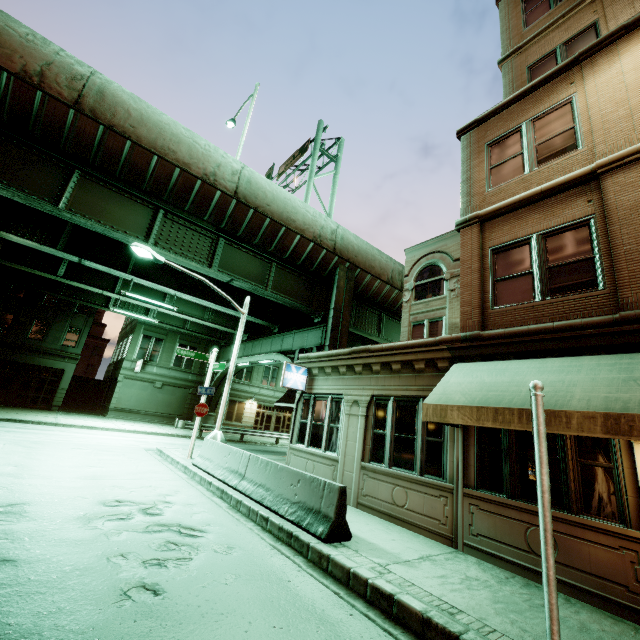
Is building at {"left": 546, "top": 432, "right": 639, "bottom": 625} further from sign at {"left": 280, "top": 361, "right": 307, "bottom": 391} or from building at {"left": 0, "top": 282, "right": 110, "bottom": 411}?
building at {"left": 0, "top": 282, "right": 110, "bottom": 411}

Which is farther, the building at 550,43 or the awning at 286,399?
the awning at 286,399

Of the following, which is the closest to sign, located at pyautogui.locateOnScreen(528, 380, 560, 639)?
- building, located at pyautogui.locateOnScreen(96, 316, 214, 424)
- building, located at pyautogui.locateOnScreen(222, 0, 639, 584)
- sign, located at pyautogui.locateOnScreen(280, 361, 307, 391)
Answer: building, located at pyautogui.locateOnScreen(222, 0, 639, 584)

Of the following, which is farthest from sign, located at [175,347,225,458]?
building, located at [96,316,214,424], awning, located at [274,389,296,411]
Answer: building, located at [96,316,214,424]

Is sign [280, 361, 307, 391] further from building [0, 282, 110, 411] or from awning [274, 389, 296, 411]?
building [0, 282, 110, 411]

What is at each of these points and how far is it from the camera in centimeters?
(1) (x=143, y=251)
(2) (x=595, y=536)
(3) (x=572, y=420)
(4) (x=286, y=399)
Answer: (1) street light, 1250cm
(2) building, 532cm
(3) awning, 482cm
(4) awning, 1420cm

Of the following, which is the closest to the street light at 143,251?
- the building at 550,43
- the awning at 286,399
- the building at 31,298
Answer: the awning at 286,399

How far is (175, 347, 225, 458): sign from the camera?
13.6m
